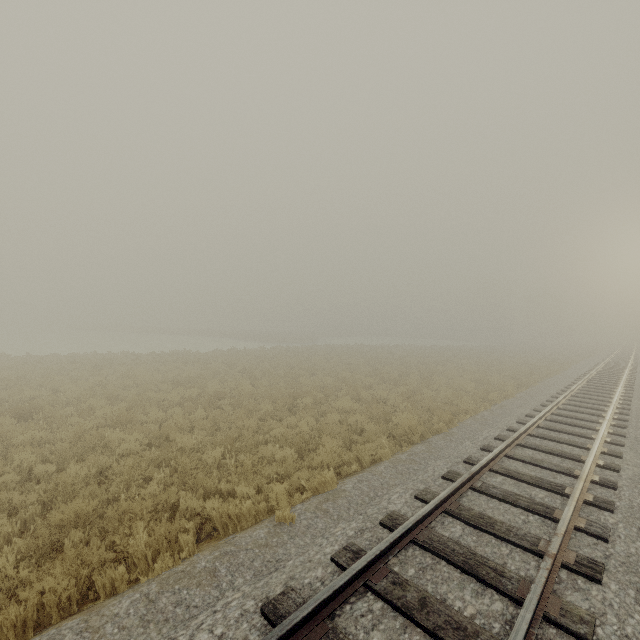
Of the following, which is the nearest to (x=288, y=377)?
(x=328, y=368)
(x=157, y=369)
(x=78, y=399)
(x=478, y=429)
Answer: (x=328, y=368)
